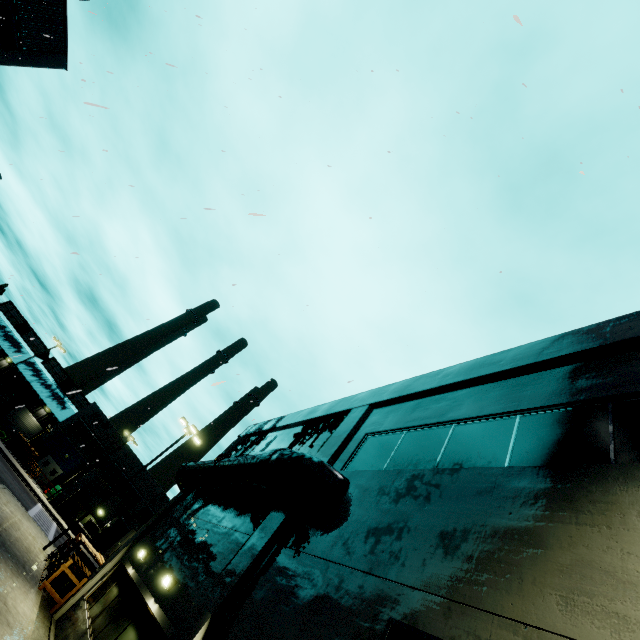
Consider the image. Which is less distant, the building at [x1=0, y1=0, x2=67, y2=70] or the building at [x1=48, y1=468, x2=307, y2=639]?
the building at [x1=48, y1=468, x2=307, y2=639]

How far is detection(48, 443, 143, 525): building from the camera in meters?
36.6 m

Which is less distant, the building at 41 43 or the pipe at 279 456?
the pipe at 279 456

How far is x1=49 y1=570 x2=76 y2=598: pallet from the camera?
14.1m

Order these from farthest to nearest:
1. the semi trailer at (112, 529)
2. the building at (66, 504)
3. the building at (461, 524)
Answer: the building at (66, 504) → the semi trailer at (112, 529) → the building at (461, 524)

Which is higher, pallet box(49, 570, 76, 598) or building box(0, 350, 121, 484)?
building box(0, 350, 121, 484)

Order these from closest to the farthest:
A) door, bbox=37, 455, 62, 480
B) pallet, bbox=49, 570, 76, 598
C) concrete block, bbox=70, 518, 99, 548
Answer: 1. pallet, bbox=49, 570, 76, 598
2. concrete block, bbox=70, 518, 99, 548
3. door, bbox=37, 455, 62, 480

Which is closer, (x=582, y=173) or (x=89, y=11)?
(x=582, y=173)
